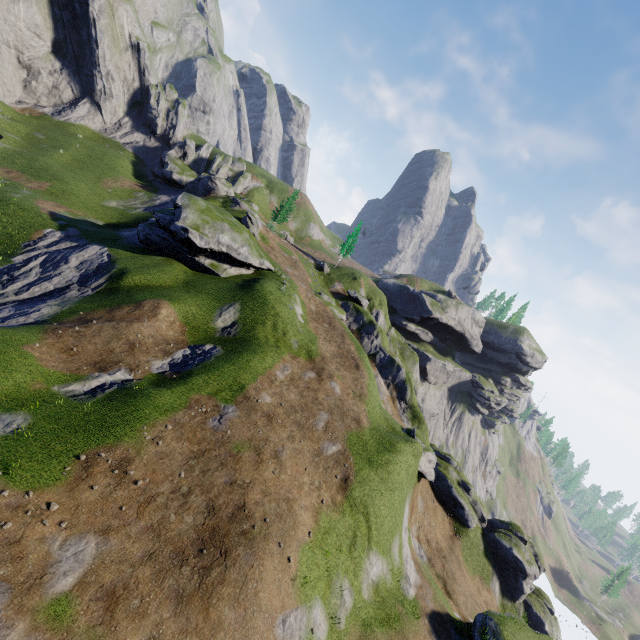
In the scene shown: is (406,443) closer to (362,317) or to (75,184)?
(362,317)
